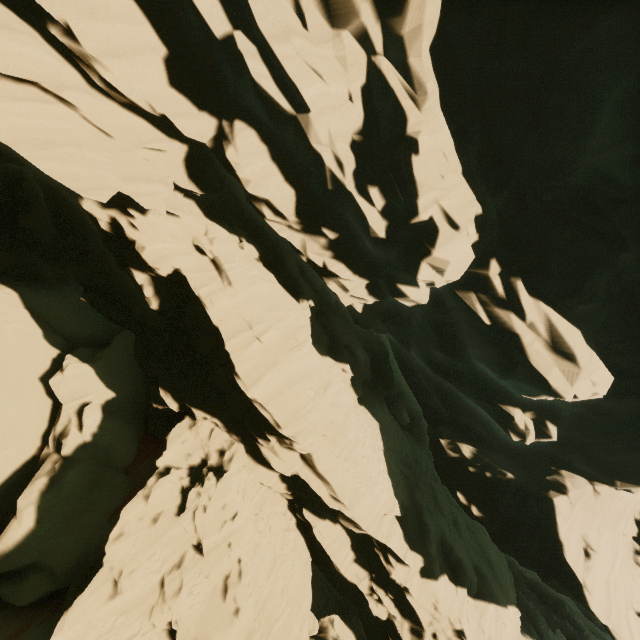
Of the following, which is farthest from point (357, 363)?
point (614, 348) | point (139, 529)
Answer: point (139, 529)
